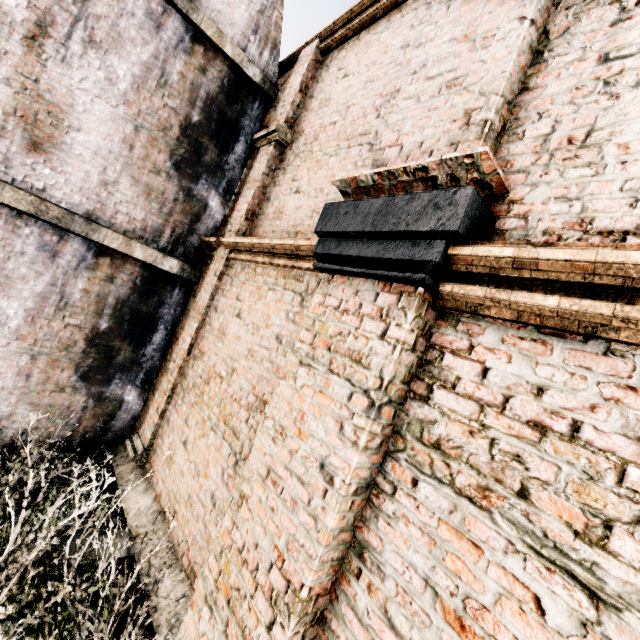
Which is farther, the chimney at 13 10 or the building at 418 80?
the chimney at 13 10

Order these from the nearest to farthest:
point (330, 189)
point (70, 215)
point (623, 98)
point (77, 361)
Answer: point (623, 98) < point (330, 189) < point (70, 215) < point (77, 361)

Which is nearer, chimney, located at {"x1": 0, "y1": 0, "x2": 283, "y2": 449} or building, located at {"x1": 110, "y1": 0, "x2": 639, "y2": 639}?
building, located at {"x1": 110, "y1": 0, "x2": 639, "y2": 639}
